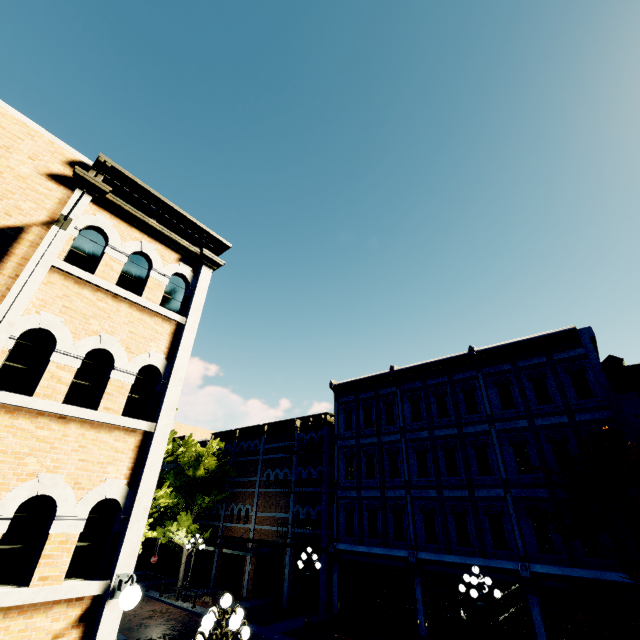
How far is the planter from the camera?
27.20m

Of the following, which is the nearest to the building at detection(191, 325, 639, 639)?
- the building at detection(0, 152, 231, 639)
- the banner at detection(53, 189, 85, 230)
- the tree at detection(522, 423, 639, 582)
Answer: the tree at detection(522, 423, 639, 582)

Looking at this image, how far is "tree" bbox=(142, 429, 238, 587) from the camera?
15.1 meters

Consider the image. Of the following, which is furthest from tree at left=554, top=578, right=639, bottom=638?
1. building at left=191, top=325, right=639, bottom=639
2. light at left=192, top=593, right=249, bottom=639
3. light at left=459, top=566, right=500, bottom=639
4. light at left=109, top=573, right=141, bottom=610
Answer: light at left=109, top=573, right=141, bottom=610

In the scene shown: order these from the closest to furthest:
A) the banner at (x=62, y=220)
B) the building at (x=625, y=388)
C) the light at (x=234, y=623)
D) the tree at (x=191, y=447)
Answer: the banner at (x=62, y=220), the light at (x=234, y=623), the building at (x=625, y=388), the tree at (x=191, y=447)

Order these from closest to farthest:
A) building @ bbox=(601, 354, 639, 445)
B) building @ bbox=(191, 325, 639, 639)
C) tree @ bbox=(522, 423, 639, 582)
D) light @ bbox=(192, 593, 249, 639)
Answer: light @ bbox=(192, 593, 249, 639) < tree @ bbox=(522, 423, 639, 582) < building @ bbox=(601, 354, 639, 445) < building @ bbox=(191, 325, 639, 639)

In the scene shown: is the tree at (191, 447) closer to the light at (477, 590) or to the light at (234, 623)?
the light at (477, 590)

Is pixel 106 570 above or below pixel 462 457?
below
